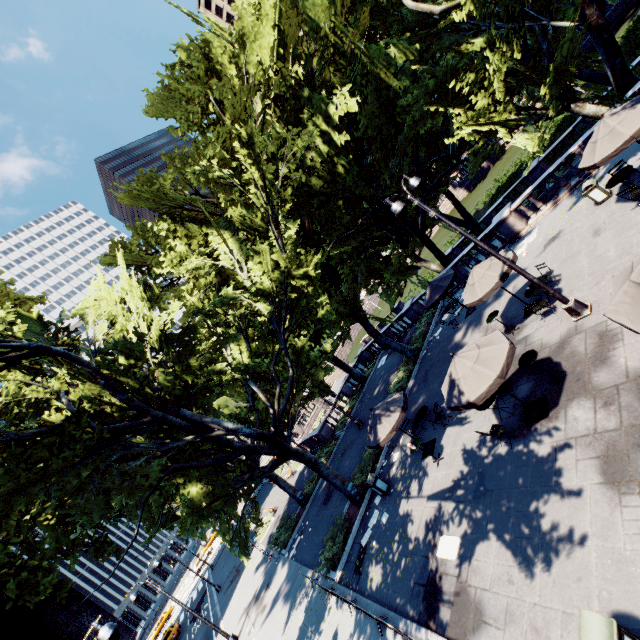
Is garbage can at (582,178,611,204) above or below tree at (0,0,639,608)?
below

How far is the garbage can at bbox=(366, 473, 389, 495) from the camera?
14.8m

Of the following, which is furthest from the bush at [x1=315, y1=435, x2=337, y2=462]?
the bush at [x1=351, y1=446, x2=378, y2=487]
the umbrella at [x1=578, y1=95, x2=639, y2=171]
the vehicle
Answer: the vehicle

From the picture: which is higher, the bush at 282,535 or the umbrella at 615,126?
the umbrella at 615,126

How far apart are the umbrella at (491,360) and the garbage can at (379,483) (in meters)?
6.64

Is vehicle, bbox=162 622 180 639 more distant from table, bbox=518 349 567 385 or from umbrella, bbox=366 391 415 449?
table, bbox=518 349 567 385

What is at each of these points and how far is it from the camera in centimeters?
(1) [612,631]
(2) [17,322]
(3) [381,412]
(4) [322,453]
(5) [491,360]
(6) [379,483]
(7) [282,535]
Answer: (1) garbage can, 471cm
(2) tree, 1442cm
(3) umbrella, 1362cm
(4) bush, 2884cm
(5) umbrella, 894cm
(6) garbage can, 1495cm
(7) bush, 2428cm

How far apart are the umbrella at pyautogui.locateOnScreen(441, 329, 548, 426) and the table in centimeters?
128cm
